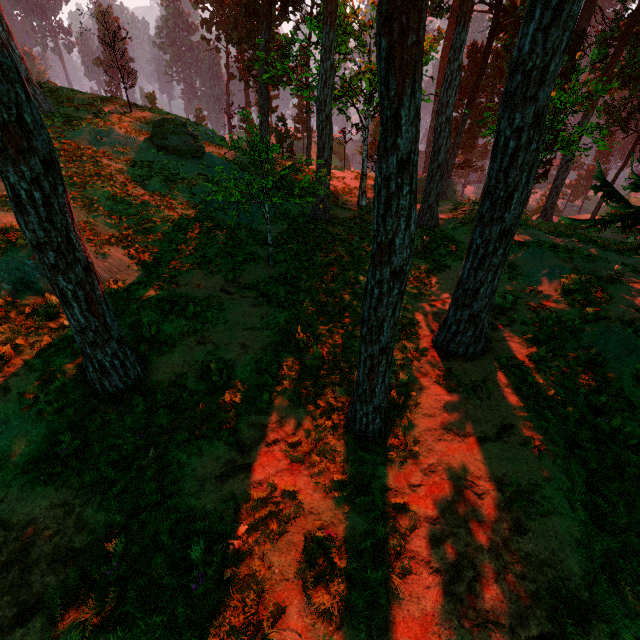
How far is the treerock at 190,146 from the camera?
18.59m

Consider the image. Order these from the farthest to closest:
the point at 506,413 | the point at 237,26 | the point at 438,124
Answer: the point at 237,26, the point at 438,124, the point at 506,413

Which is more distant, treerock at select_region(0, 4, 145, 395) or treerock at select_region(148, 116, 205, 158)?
treerock at select_region(148, 116, 205, 158)

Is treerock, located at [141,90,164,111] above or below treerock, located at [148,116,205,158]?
above

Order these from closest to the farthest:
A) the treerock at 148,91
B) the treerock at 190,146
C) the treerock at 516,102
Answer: the treerock at 516,102 < the treerock at 190,146 < the treerock at 148,91

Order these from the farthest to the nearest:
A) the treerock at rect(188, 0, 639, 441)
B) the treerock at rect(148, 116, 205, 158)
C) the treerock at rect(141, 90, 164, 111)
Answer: the treerock at rect(141, 90, 164, 111)
the treerock at rect(148, 116, 205, 158)
the treerock at rect(188, 0, 639, 441)

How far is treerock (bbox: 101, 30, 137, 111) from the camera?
21.53m
